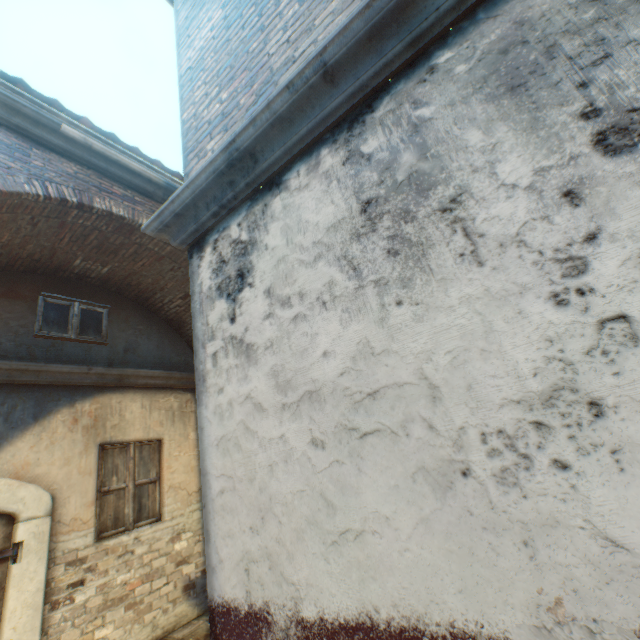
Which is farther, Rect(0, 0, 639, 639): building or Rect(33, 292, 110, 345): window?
Rect(33, 292, 110, 345): window

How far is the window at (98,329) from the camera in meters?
5.0 m

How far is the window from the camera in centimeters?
503cm

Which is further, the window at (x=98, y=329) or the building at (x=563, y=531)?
the window at (x=98, y=329)

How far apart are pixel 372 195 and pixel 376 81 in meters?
0.6 m
